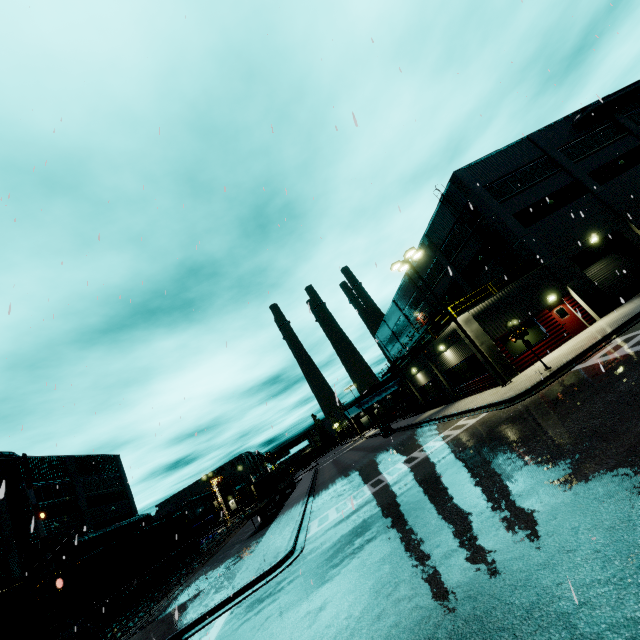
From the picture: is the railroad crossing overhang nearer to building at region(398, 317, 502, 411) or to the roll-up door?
building at region(398, 317, 502, 411)

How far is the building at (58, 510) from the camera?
27.5m

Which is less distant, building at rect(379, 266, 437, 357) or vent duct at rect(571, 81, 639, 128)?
vent duct at rect(571, 81, 639, 128)

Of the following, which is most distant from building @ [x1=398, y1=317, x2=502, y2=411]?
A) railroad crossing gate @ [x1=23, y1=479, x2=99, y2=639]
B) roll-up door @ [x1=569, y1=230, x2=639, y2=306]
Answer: railroad crossing gate @ [x1=23, y1=479, x2=99, y2=639]

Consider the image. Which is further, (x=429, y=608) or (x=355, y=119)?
(x=429, y=608)

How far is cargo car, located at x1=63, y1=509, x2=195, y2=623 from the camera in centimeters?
2095cm

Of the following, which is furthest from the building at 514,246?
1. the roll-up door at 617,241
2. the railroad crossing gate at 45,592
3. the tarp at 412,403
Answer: the railroad crossing gate at 45,592

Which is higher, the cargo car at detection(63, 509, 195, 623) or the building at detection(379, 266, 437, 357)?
the building at detection(379, 266, 437, 357)
